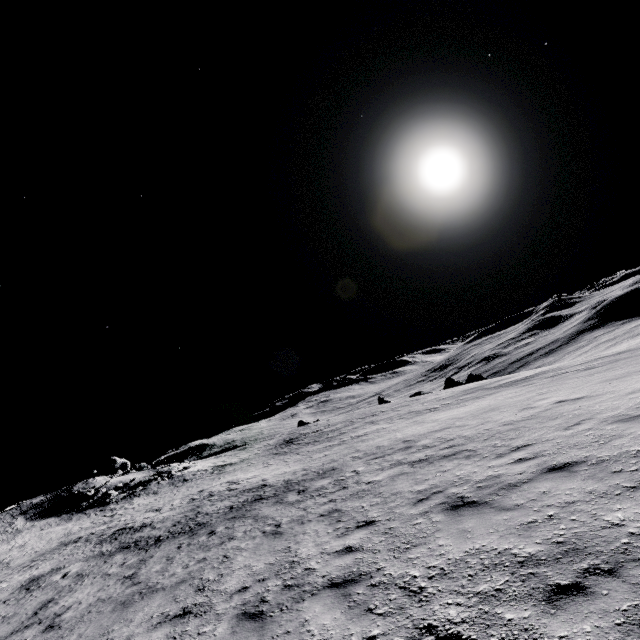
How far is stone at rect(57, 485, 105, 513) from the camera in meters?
37.3

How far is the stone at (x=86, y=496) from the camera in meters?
37.3

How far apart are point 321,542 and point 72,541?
27.34m

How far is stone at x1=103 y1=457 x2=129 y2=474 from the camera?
50.2 meters

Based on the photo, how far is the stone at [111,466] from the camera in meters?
50.2

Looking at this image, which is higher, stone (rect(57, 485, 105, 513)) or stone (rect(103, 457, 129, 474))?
stone (rect(103, 457, 129, 474))

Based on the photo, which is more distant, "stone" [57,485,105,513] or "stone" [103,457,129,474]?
"stone" [103,457,129,474]
